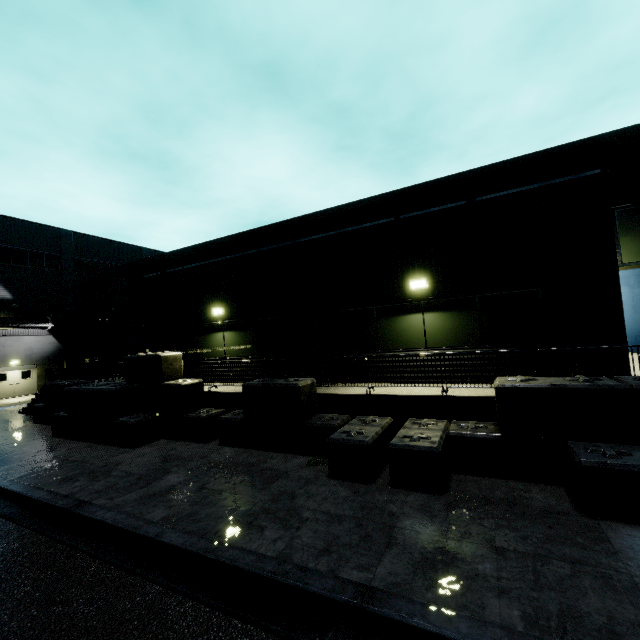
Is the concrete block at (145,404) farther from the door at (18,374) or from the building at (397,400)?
the door at (18,374)

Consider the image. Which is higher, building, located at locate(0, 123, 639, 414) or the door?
building, located at locate(0, 123, 639, 414)

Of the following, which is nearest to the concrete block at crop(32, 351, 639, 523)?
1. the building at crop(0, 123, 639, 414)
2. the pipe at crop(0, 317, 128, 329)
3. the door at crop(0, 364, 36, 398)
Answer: the building at crop(0, 123, 639, 414)

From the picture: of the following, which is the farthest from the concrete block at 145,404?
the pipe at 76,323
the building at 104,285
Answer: the pipe at 76,323

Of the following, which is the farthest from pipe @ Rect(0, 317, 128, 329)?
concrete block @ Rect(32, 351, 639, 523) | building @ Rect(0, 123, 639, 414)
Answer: concrete block @ Rect(32, 351, 639, 523)

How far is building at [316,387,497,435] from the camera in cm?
738

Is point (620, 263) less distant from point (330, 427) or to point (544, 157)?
point (544, 157)

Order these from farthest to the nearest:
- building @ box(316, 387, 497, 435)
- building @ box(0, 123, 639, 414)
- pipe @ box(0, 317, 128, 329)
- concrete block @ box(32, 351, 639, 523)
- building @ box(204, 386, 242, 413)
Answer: pipe @ box(0, 317, 128, 329) < building @ box(204, 386, 242, 413) < building @ box(0, 123, 639, 414) < building @ box(316, 387, 497, 435) < concrete block @ box(32, 351, 639, 523)
